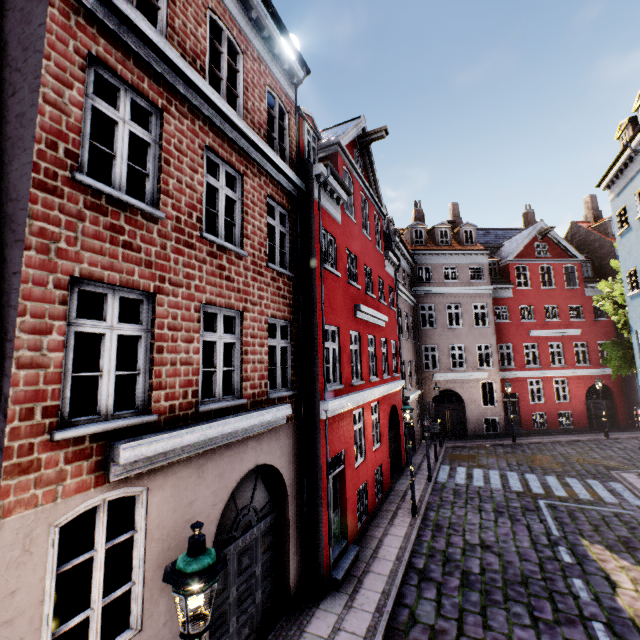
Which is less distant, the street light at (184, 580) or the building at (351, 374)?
the street light at (184, 580)

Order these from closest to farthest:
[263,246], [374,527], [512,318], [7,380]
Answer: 1. [7,380]
2. [263,246]
3. [374,527]
4. [512,318]

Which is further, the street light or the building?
the building
